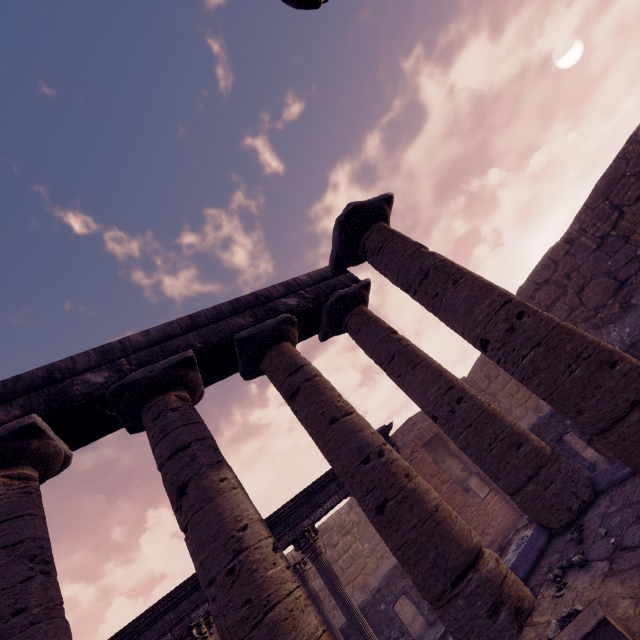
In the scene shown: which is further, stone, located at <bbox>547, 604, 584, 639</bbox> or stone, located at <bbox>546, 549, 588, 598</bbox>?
stone, located at <bbox>546, 549, 588, 598</bbox>

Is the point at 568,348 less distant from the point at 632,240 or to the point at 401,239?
the point at 401,239

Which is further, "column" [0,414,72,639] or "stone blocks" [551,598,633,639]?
"column" [0,414,72,639]

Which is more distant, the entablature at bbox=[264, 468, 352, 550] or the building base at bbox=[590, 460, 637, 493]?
the entablature at bbox=[264, 468, 352, 550]

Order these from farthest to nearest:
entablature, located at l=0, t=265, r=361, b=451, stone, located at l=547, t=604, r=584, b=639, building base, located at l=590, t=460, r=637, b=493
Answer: entablature, located at l=0, t=265, r=361, b=451 → building base, located at l=590, t=460, r=637, b=493 → stone, located at l=547, t=604, r=584, b=639

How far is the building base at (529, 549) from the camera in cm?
447

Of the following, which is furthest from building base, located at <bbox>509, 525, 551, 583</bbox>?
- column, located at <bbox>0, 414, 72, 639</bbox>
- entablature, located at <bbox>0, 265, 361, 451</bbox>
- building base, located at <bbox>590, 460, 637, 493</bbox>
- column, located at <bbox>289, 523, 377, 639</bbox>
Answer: entablature, located at <bbox>0, 265, 361, 451</bbox>

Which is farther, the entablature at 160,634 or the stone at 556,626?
the entablature at 160,634
